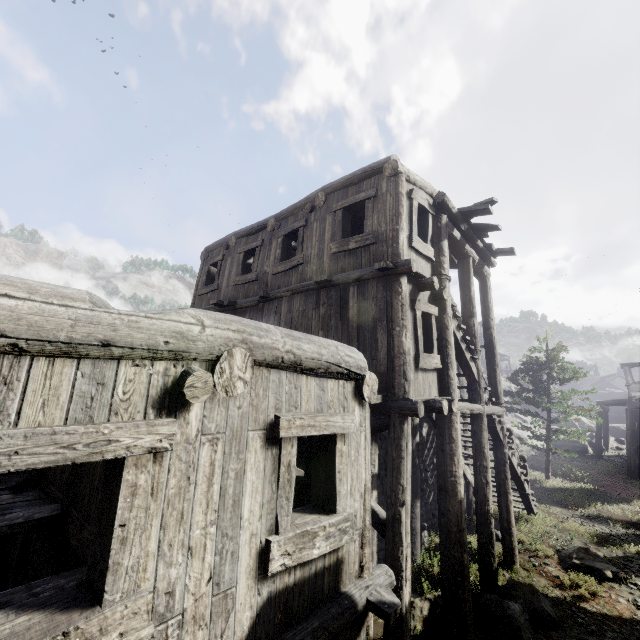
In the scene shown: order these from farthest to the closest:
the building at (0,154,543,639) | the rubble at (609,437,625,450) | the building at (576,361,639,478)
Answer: the rubble at (609,437,625,450), the building at (576,361,639,478), the building at (0,154,543,639)

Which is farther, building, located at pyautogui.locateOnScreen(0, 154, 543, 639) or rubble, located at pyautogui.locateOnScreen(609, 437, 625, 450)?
rubble, located at pyautogui.locateOnScreen(609, 437, 625, 450)

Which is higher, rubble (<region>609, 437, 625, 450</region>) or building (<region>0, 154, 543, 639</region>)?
building (<region>0, 154, 543, 639</region>)

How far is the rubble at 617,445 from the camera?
30.05m

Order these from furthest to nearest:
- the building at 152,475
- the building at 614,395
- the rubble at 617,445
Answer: the rubble at 617,445, the building at 614,395, the building at 152,475

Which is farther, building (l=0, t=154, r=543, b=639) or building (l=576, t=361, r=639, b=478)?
building (l=576, t=361, r=639, b=478)

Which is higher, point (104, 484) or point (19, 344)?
point (19, 344)

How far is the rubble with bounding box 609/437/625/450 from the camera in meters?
30.0 m
